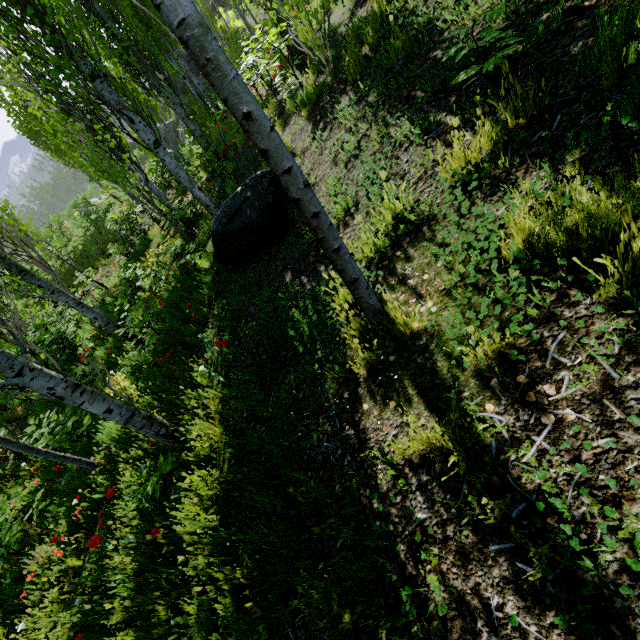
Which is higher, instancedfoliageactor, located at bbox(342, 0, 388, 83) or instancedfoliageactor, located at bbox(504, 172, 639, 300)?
instancedfoliageactor, located at bbox(342, 0, 388, 83)

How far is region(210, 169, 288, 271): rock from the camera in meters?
4.5 m

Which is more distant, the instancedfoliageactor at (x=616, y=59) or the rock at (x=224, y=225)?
the rock at (x=224, y=225)

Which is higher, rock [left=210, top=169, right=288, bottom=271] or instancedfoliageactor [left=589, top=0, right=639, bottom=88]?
instancedfoliageactor [left=589, top=0, right=639, bottom=88]

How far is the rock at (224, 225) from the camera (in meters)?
4.54

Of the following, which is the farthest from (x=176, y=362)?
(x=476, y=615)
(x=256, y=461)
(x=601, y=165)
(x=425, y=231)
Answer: (x=601, y=165)

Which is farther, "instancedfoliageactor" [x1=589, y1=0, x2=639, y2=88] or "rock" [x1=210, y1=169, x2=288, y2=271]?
"rock" [x1=210, y1=169, x2=288, y2=271]

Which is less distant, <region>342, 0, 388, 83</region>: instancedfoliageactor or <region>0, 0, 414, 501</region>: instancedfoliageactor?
<region>0, 0, 414, 501</region>: instancedfoliageactor
